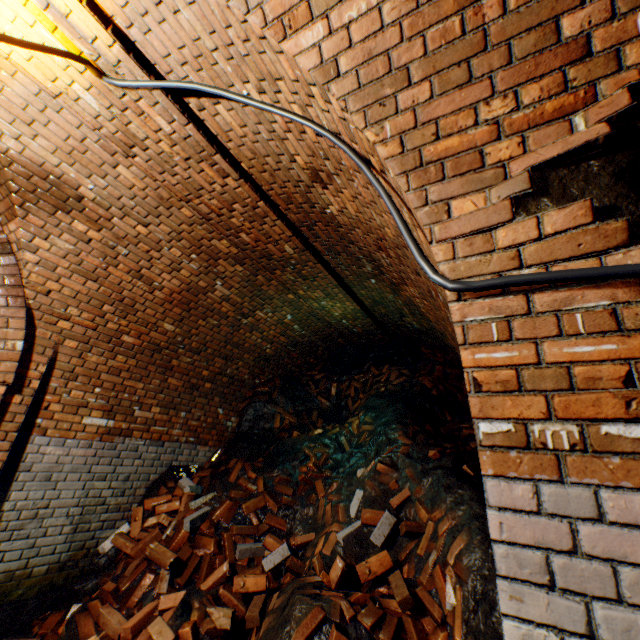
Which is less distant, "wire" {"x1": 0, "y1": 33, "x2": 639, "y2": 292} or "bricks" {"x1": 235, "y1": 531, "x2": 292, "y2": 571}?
"wire" {"x1": 0, "y1": 33, "x2": 639, "y2": 292}

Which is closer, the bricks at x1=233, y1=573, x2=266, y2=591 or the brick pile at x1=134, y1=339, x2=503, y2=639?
the brick pile at x1=134, y1=339, x2=503, y2=639

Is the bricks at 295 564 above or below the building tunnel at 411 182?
below

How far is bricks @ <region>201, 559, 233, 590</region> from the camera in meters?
3.2

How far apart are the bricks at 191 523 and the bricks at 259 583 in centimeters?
41cm

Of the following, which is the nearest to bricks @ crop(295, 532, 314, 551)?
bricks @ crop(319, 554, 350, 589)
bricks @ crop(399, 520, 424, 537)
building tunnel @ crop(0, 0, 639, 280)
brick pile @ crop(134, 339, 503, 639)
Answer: brick pile @ crop(134, 339, 503, 639)

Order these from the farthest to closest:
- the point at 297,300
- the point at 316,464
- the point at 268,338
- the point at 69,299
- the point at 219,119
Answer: the point at 268,338
the point at 297,300
the point at 316,464
the point at 69,299
the point at 219,119

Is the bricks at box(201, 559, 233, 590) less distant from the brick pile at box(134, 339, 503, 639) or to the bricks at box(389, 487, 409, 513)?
the brick pile at box(134, 339, 503, 639)
